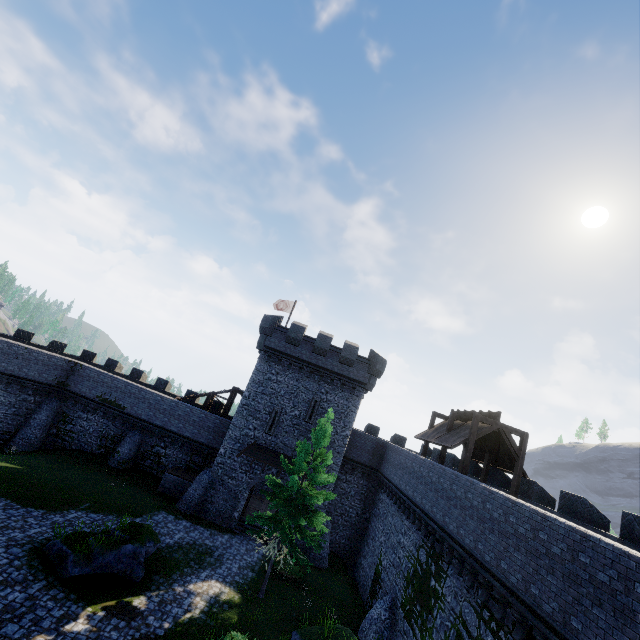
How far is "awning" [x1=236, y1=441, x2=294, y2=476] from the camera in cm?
2586

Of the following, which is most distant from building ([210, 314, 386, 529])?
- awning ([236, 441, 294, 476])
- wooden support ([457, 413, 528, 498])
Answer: wooden support ([457, 413, 528, 498])

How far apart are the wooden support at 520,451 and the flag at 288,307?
21.5 meters

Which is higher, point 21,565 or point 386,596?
point 386,596

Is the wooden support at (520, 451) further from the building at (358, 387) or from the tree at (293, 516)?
the building at (358, 387)

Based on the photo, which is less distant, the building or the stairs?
the stairs

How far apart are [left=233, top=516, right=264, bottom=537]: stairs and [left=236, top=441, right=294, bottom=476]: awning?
4.4m

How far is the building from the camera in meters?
26.4
